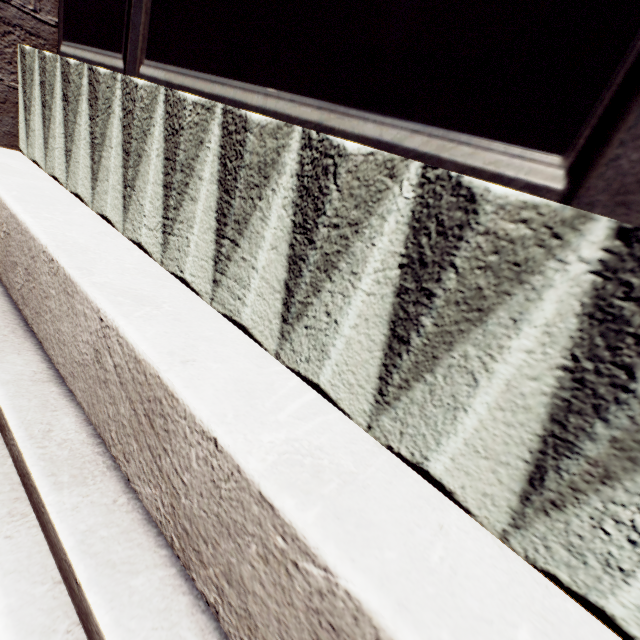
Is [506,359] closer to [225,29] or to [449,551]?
[449,551]
